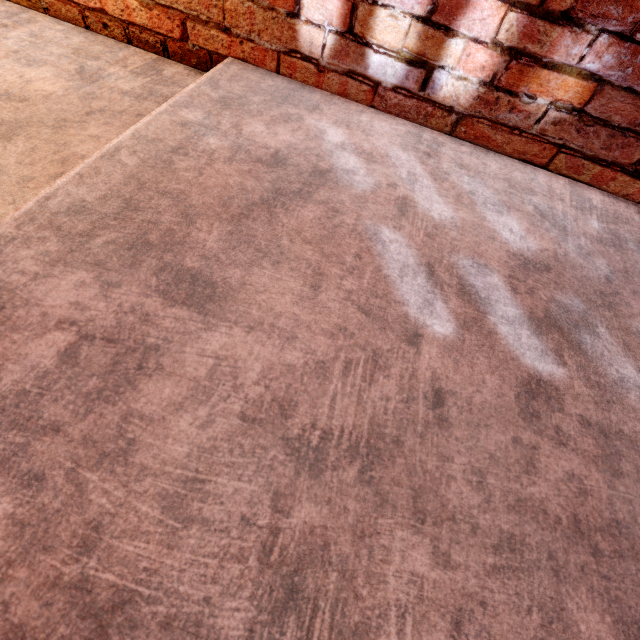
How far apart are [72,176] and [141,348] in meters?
0.6 m
